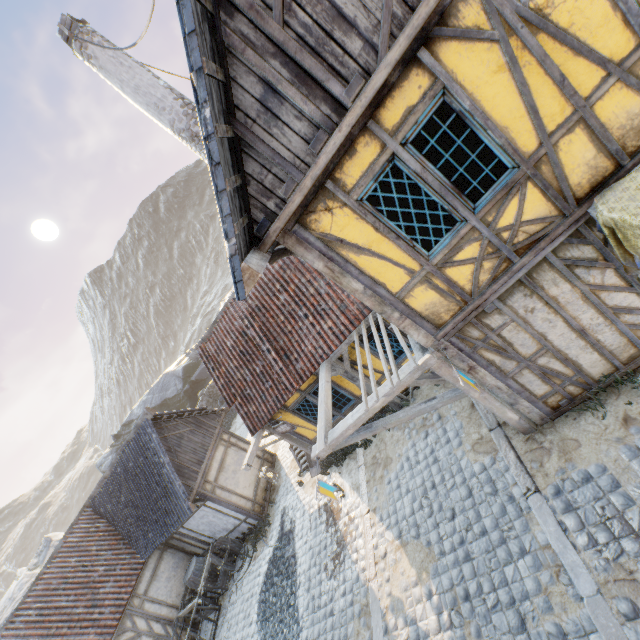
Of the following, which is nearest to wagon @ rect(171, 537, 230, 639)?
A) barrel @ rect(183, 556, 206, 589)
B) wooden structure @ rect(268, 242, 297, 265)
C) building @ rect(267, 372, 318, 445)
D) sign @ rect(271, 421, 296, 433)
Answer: barrel @ rect(183, 556, 206, 589)

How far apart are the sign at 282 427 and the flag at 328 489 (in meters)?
3.46

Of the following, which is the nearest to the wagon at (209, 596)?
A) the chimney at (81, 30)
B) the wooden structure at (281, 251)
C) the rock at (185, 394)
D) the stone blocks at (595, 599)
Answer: the stone blocks at (595, 599)

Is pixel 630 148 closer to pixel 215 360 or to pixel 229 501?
pixel 215 360

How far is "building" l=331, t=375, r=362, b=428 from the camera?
9.5 meters

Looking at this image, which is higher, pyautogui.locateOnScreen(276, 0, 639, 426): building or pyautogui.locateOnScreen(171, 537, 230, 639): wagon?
pyautogui.locateOnScreen(276, 0, 639, 426): building

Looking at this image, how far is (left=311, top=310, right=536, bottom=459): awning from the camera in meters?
5.5
